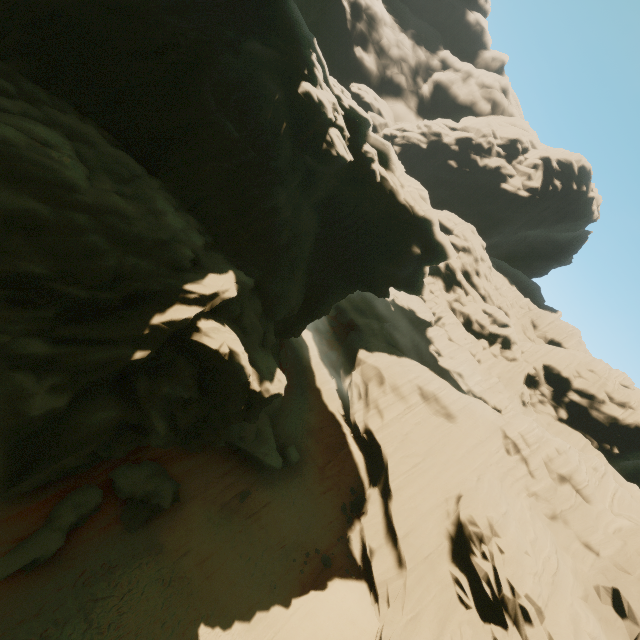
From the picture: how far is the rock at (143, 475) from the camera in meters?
15.6

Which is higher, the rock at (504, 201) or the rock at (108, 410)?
the rock at (504, 201)

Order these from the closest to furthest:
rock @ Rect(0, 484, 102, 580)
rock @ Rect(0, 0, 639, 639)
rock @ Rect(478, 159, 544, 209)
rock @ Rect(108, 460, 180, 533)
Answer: rock @ Rect(0, 0, 639, 639) → rock @ Rect(0, 484, 102, 580) → rock @ Rect(108, 460, 180, 533) → rock @ Rect(478, 159, 544, 209)

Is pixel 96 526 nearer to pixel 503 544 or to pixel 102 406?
pixel 102 406

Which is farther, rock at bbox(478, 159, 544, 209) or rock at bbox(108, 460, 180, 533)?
rock at bbox(478, 159, 544, 209)
